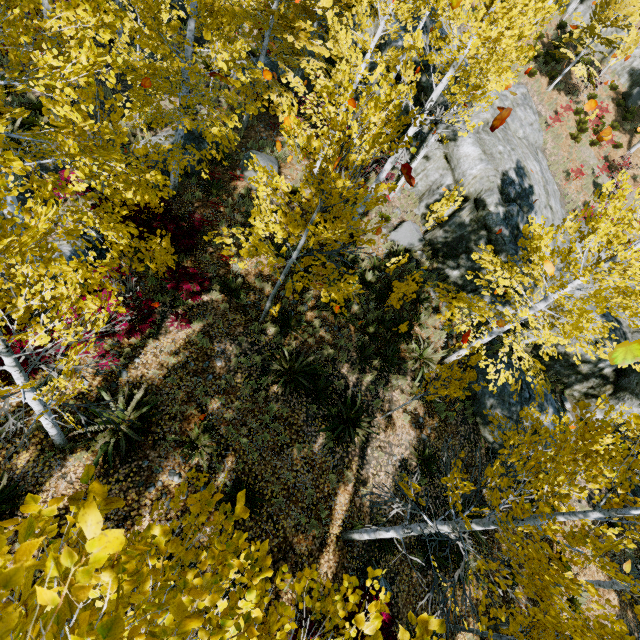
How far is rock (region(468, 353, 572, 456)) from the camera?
11.03m

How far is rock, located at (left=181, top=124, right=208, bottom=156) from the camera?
11.82m

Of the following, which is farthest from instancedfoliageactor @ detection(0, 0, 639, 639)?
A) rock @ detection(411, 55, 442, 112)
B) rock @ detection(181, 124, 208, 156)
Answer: rock @ detection(181, 124, 208, 156)

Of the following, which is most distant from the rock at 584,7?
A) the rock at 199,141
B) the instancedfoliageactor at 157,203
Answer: the rock at 199,141

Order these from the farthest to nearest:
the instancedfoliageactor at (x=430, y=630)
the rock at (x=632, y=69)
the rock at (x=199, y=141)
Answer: the rock at (x=632, y=69), the rock at (x=199, y=141), the instancedfoliageactor at (x=430, y=630)

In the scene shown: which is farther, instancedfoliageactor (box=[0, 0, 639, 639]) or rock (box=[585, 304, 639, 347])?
rock (box=[585, 304, 639, 347])

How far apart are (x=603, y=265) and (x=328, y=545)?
9.0m
